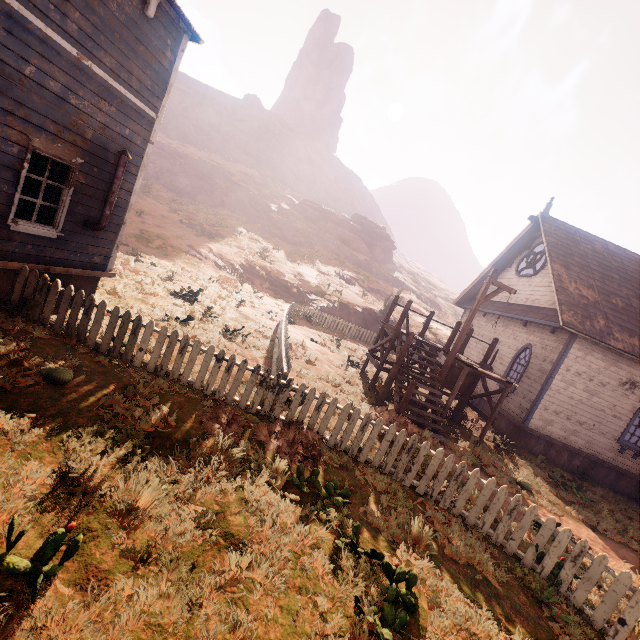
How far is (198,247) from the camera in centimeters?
2478cm

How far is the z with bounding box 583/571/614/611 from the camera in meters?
5.1

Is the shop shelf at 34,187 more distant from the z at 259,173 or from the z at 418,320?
the z at 259,173

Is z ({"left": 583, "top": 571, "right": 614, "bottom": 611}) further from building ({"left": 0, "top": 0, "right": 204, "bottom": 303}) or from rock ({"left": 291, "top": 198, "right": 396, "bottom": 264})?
rock ({"left": 291, "top": 198, "right": 396, "bottom": 264})

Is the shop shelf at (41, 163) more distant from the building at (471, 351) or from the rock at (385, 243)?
the rock at (385, 243)

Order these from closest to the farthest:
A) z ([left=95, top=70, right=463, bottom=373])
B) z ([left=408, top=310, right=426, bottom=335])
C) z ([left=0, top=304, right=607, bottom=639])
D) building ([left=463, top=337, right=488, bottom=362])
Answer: z ([left=0, top=304, right=607, bottom=639]) → z ([left=95, top=70, right=463, bottom=373]) → building ([left=463, top=337, right=488, bottom=362]) → z ([left=408, top=310, right=426, bottom=335])

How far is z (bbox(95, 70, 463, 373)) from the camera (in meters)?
11.45
